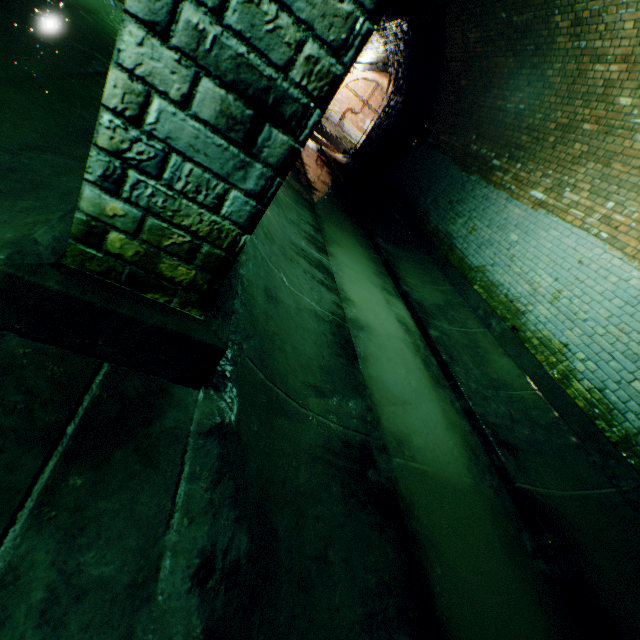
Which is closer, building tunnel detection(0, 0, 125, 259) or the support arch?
the support arch

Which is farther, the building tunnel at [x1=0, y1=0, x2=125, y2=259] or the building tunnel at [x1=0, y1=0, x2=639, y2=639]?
the building tunnel at [x1=0, y1=0, x2=125, y2=259]

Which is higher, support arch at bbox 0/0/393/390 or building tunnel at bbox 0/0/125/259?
support arch at bbox 0/0/393/390

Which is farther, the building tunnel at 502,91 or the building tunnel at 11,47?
the building tunnel at 11,47

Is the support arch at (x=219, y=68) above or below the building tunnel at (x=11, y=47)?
above

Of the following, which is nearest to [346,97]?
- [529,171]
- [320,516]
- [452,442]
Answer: [529,171]
